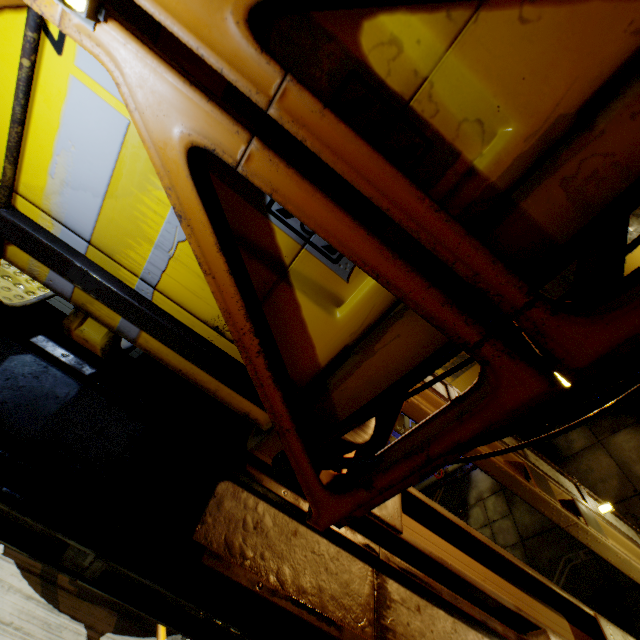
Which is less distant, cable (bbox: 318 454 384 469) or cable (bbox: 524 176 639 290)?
cable (bbox: 524 176 639 290)

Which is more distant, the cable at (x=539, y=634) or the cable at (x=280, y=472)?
the cable at (x=539, y=634)

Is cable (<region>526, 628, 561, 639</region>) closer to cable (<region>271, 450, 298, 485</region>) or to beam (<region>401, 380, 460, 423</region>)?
cable (<region>271, 450, 298, 485</region>)

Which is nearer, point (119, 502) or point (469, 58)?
point (469, 58)

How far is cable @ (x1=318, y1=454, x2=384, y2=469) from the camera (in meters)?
1.31

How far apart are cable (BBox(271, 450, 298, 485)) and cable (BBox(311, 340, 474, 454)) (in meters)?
0.14

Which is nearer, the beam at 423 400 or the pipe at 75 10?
the pipe at 75 10

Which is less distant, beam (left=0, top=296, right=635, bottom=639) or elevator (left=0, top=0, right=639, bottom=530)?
elevator (left=0, top=0, right=639, bottom=530)
